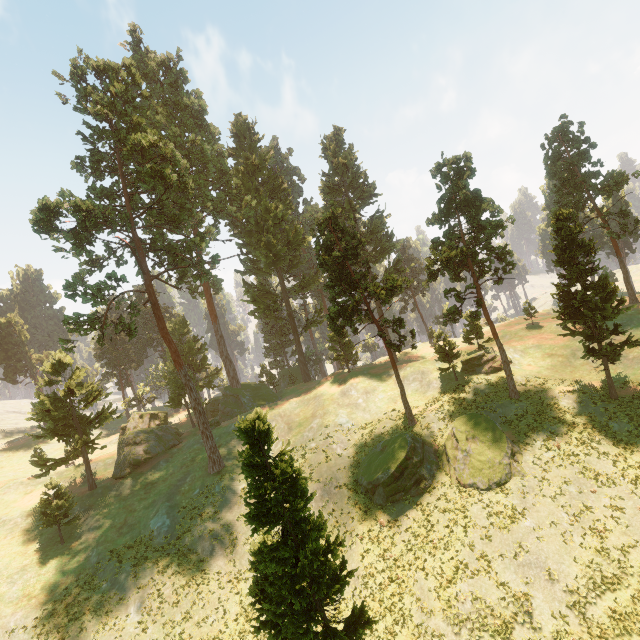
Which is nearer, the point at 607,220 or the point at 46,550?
the point at 46,550

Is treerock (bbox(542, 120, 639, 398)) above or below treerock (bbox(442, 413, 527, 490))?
above

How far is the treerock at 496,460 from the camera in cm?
2397

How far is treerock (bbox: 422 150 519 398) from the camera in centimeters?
2952cm

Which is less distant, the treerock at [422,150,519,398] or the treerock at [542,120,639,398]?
the treerock at [542,120,639,398]
